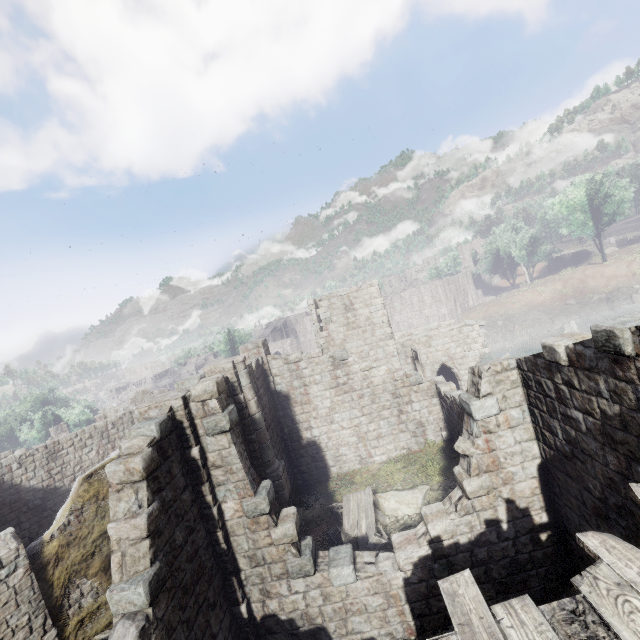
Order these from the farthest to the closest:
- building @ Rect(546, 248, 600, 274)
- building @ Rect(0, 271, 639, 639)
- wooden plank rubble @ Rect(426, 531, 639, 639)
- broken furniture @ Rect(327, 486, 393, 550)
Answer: building @ Rect(546, 248, 600, 274)
broken furniture @ Rect(327, 486, 393, 550)
building @ Rect(0, 271, 639, 639)
wooden plank rubble @ Rect(426, 531, 639, 639)

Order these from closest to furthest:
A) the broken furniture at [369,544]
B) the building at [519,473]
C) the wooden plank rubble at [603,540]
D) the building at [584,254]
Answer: the wooden plank rubble at [603,540], the building at [519,473], the broken furniture at [369,544], the building at [584,254]

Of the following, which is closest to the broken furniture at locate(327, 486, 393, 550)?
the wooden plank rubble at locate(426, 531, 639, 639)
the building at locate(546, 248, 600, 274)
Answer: the building at locate(546, 248, 600, 274)

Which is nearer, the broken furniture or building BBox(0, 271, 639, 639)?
building BBox(0, 271, 639, 639)

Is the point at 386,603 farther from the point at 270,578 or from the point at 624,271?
the point at 624,271

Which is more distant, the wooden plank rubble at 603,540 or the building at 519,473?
the building at 519,473

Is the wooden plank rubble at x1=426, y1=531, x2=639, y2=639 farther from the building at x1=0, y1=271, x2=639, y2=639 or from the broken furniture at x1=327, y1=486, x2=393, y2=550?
the broken furniture at x1=327, y1=486, x2=393, y2=550
